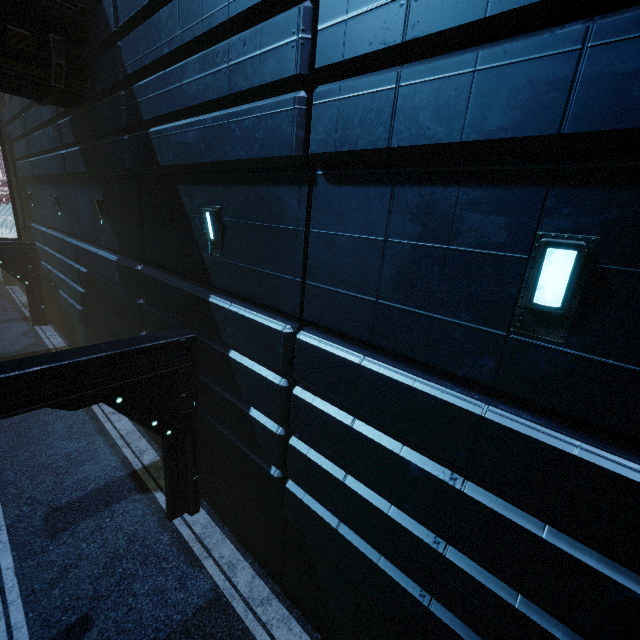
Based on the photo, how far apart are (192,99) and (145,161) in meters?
2.4 m
